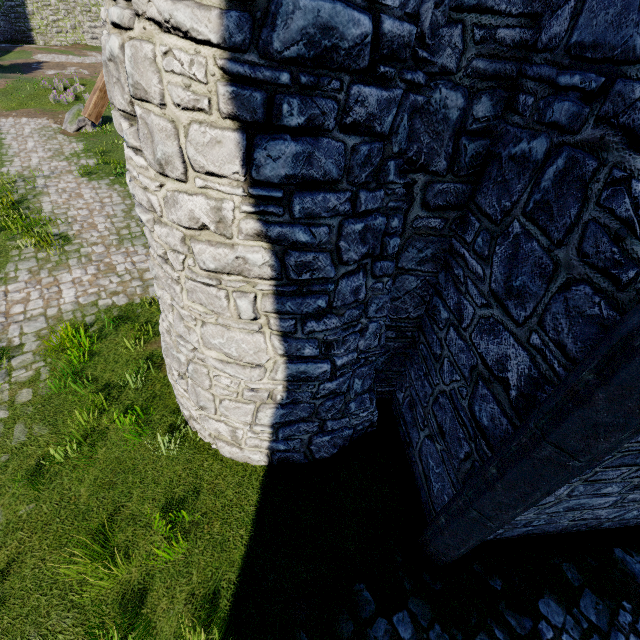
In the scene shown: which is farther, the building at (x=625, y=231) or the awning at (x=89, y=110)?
the awning at (x=89, y=110)

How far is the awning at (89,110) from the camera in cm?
385

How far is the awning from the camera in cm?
385

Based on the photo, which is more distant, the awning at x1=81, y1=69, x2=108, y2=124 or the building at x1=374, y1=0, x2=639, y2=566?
the awning at x1=81, y1=69, x2=108, y2=124

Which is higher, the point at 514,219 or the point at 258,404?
the point at 514,219
